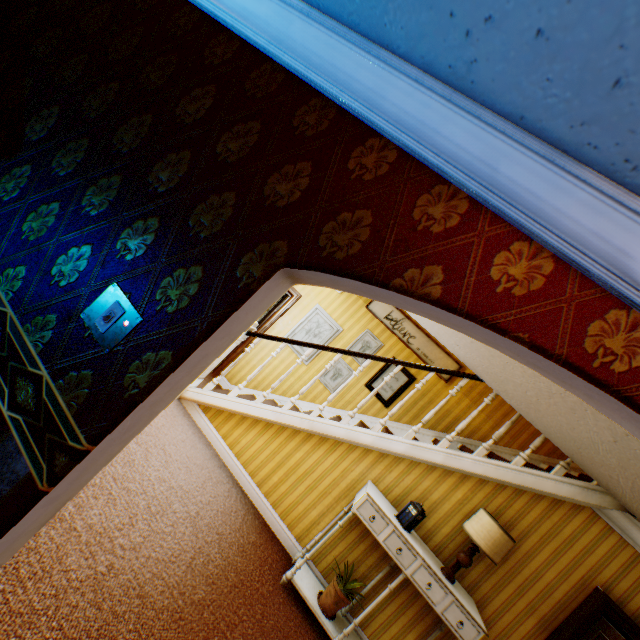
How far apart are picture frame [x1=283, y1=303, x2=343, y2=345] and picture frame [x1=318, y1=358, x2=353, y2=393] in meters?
0.3 m

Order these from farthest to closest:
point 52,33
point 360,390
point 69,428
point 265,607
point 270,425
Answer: point 360,390, point 270,425, point 265,607, point 52,33, point 69,428

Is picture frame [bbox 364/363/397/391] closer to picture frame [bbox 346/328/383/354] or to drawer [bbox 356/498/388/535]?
picture frame [bbox 346/328/383/354]

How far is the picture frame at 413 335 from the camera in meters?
5.7 m

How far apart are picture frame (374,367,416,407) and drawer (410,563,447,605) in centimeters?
237cm

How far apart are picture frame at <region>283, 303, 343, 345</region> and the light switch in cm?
489

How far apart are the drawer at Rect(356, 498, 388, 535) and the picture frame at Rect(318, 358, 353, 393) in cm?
256

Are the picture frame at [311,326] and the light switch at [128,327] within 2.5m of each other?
no
